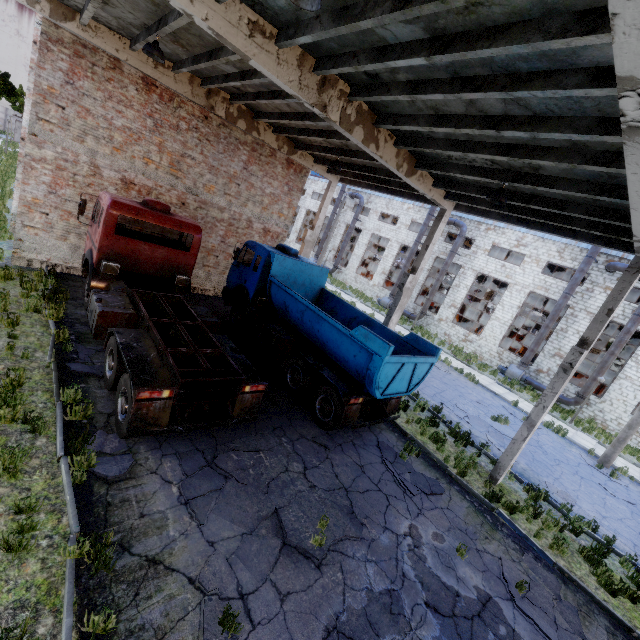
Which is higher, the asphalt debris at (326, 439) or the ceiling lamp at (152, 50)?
the ceiling lamp at (152, 50)

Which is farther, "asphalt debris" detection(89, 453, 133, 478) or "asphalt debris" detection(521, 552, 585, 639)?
Answer: "asphalt debris" detection(521, 552, 585, 639)

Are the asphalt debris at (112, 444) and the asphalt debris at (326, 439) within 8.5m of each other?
yes

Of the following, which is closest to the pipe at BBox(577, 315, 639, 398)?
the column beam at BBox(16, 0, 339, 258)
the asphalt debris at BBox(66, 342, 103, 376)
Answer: the column beam at BBox(16, 0, 339, 258)

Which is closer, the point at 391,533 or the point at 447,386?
the point at 391,533

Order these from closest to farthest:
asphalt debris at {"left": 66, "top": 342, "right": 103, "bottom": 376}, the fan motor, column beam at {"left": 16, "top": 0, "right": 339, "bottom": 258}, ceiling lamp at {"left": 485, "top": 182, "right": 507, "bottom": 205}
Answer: asphalt debris at {"left": 66, "top": 342, "right": 103, "bottom": 376}
ceiling lamp at {"left": 485, "top": 182, "right": 507, "bottom": 205}
column beam at {"left": 16, "top": 0, "right": 339, "bottom": 258}
the fan motor

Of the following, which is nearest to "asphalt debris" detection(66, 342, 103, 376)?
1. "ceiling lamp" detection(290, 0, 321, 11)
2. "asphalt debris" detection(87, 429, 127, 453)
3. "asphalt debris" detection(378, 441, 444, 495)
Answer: "asphalt debris" detection(87, 429, 127, 453)

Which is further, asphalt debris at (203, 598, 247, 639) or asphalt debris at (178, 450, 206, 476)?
asphalt debris at (178, 450, 206, 476)
